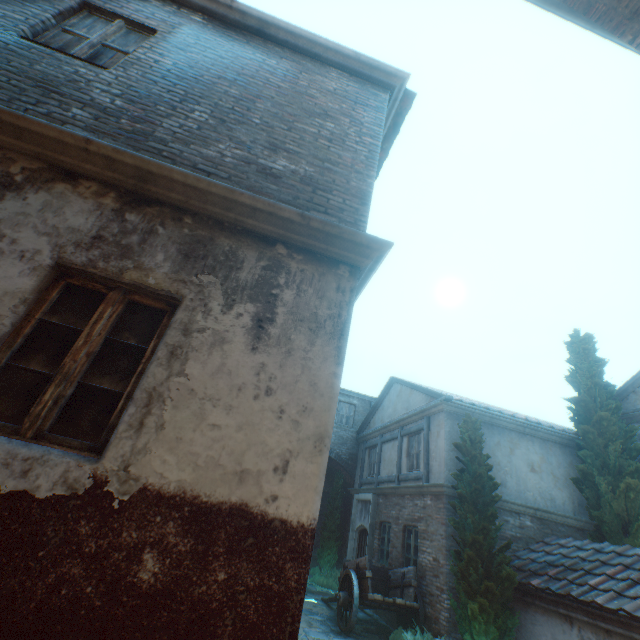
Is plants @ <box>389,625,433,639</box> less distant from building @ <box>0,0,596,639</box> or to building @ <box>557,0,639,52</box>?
building @ <box>0,0,596,639</box>

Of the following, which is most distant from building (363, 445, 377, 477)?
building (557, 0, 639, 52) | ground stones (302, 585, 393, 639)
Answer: building (557, 0, 639, 52)

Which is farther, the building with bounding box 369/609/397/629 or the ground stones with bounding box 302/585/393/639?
the building with bounding box 369/609/397/629

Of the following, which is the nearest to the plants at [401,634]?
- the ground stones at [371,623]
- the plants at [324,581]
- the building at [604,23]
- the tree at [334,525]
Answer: the ground stones at [371,623]

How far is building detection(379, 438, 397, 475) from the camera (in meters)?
13.06

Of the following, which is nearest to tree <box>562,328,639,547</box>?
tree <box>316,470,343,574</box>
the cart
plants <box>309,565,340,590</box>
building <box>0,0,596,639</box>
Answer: building <box>0,0,596,639</box>

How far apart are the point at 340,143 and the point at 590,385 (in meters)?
12.64

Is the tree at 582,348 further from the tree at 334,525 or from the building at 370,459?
the tree at 334,525
